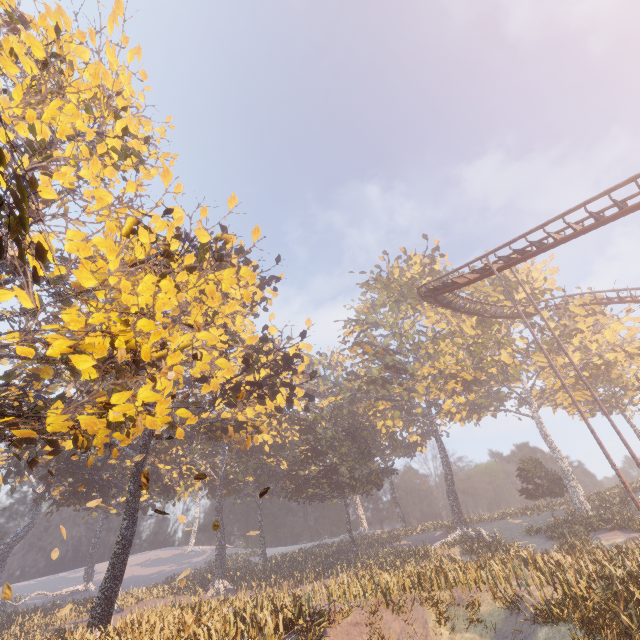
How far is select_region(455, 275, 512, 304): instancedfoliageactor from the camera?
40.6 meters

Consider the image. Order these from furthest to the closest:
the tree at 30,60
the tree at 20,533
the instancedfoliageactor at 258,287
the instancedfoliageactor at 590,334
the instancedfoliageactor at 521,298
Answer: the instancedfoliageactor at 521,298 → the tree at 20,533 → the instancedfoliageactor at 590,334 → the instancedfoliageactor at 258,287 → the tree at 30,60

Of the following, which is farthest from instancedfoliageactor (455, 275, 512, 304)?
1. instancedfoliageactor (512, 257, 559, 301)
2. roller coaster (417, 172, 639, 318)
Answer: instancedfoliageactor (512, 257, 559, 301)

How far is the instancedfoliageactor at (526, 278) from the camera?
40.7 meters

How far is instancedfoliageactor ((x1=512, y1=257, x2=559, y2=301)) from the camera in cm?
4072

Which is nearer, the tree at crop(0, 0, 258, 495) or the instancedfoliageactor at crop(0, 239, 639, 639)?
the tree at crop(0, 0, 258, 495)

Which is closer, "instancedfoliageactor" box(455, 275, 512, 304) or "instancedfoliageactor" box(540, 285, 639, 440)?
"instancedfoliageactor" box(540, 285, 639, 440)

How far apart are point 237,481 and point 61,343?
55.3 meters
